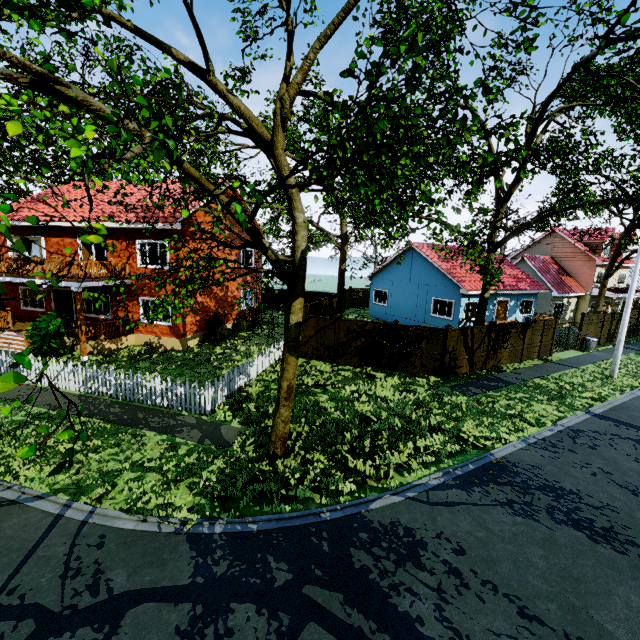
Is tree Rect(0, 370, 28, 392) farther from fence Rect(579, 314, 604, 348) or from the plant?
the plant

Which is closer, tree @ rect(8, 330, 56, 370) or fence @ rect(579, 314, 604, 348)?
tree @ rect(8, 330, 56, 370)

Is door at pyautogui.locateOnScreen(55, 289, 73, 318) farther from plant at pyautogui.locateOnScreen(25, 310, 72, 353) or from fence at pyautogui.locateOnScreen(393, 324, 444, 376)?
fence at pyautogui.locateOnScreen(393, 324, 444, 376)

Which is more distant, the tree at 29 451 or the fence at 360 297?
the fence at 360 297

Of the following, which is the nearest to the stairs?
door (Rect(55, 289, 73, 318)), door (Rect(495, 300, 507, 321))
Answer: door (Rect(55, 289, 73, 318))

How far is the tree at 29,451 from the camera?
2.2m

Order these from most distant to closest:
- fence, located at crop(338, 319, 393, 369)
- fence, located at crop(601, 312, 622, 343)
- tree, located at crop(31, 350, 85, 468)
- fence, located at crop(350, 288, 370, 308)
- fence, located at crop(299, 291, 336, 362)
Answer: fence, located at crop(350, 288, 370, 308), fence, located at crop(601, 312, 622, 343), fence, located at crop(299, 291, 336, 362), fence, located at crop(338, 319, 393, 369), tree, located at crop(31, 350, 85, 468)

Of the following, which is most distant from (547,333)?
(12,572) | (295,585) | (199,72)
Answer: (12,572)
